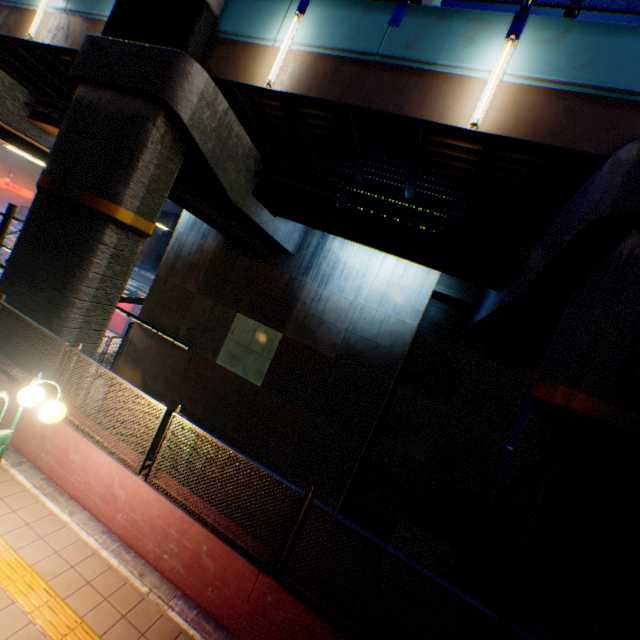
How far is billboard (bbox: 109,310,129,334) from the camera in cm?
3478

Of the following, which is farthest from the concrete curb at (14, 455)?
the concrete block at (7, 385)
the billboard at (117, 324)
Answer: the billboard at (117, 324)

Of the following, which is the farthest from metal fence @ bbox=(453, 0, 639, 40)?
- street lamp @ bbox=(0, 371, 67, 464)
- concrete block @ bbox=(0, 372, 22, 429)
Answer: street lamp @ bbox=(0, 371, 67, 464)

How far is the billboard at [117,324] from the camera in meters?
34.8

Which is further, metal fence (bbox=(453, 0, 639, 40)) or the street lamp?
metal fence (bbox=(453, 0, 639, 40))

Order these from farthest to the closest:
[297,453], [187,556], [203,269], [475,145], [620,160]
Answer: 1. [203,269]
2. [297,453]
3. [475,145]
4. [620,160]
5. [187,556]

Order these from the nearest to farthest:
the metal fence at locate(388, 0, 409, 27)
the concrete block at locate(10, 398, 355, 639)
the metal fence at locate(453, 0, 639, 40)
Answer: the concrete block at locate(10, 398, 355, 639)
the metal fence at locate(453, 0, 639, 40)
the metal fence at locate(388, 0, 409, 27)
